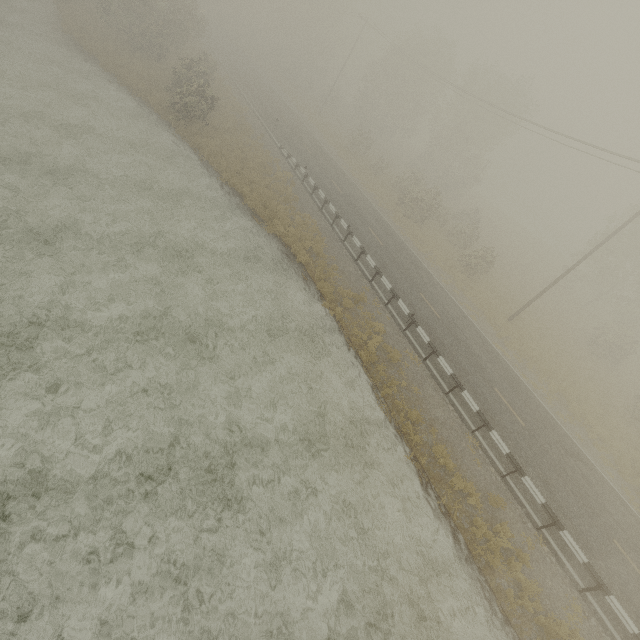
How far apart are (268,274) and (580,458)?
18.88m
